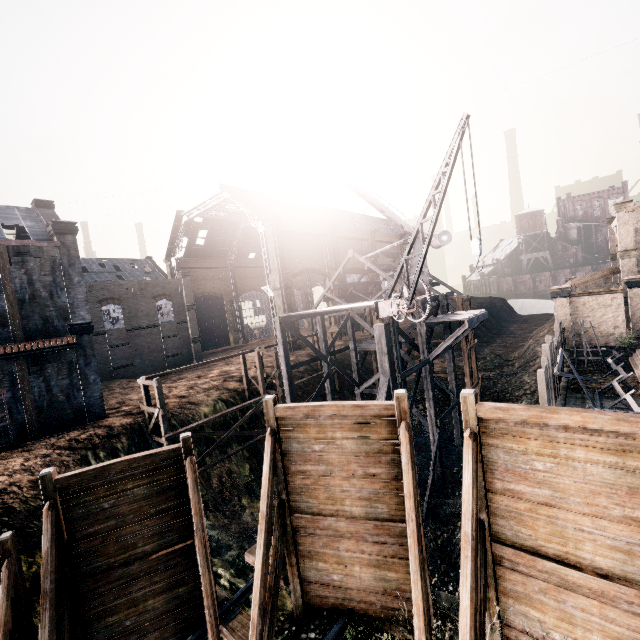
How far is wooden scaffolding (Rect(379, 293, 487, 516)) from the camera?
18.31m

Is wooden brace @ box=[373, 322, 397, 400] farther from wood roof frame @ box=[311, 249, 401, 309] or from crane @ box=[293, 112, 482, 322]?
wood roof frame @ box=[311, 249, 401, 309]

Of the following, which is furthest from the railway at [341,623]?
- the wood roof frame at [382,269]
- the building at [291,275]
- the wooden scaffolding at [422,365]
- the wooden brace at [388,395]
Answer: the building at [291,275]

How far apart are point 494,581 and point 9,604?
9.35m

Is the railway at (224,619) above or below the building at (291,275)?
below

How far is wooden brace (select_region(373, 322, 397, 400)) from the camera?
16.1 meters

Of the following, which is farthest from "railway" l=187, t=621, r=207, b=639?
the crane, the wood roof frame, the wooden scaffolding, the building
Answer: the building

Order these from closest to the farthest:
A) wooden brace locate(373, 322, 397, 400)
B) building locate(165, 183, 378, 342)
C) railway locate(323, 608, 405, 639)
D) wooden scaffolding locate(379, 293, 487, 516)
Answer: railway locate(323, 608, 405, 639) < wooden brace locate(373, 322, 397, 400) < wooden scaffolding locate(379, 293, 487, 516) < building locate(165, 183, 378, 342)
